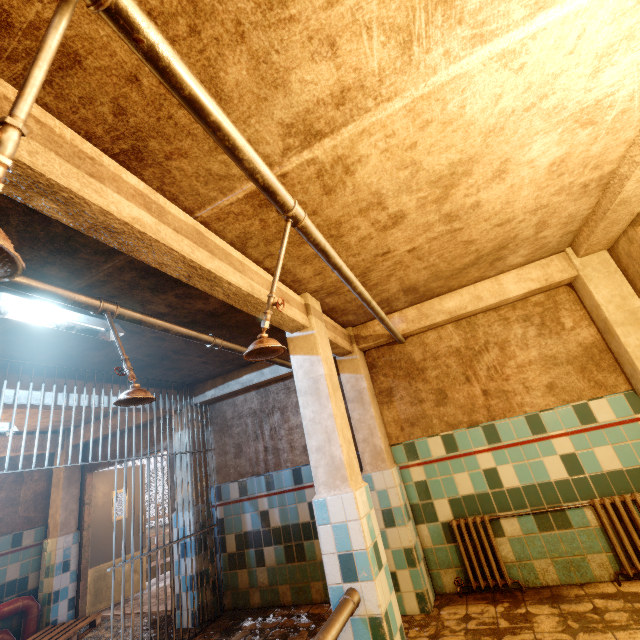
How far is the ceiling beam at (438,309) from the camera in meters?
3.5

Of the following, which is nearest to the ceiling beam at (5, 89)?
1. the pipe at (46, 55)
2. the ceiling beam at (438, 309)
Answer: the pipe at (46, 55)

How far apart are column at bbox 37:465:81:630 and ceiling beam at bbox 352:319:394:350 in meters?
5.7

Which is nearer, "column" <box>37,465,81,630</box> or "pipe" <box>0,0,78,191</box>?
"pipe" <box>0,0,78,191</box>

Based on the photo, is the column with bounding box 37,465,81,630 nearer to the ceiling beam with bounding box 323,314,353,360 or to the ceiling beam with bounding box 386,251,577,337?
the ceiling beam with bounding box 323,314,353,360

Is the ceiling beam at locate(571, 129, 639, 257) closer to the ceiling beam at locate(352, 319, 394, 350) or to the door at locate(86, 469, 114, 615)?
the ceiling beam at locate(352, 319, 394, 350)

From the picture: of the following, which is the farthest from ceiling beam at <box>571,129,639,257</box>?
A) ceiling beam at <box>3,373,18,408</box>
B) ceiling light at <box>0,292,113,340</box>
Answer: ceiling beam at <box>3,373,18,408</box>

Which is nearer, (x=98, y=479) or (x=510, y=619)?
(x=510, y=619)
